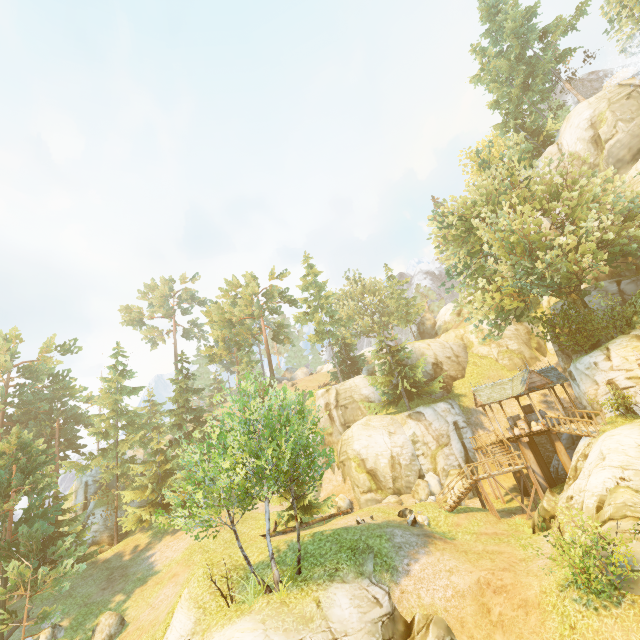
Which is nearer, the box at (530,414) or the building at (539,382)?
the building at (539,382)

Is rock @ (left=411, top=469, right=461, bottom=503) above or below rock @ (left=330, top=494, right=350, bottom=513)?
below

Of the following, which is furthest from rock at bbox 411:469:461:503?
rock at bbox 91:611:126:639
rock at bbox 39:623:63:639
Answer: rock at bbox 39:623:63:639

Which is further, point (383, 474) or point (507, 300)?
point (383, 474)

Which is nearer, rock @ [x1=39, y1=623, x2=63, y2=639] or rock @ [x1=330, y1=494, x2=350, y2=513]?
rock @ [x1=39, y1=623, x2=63, y2=639]

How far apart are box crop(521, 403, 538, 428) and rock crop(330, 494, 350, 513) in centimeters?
1675cm

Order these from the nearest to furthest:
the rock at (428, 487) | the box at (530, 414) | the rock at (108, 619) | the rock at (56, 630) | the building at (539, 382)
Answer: the rock at (108, 619) → the rock at (56, 630) → the building at (539, 382) → the rock at (428, 487) → the box at (530, 414)

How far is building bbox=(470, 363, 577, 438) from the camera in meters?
24.4 m
